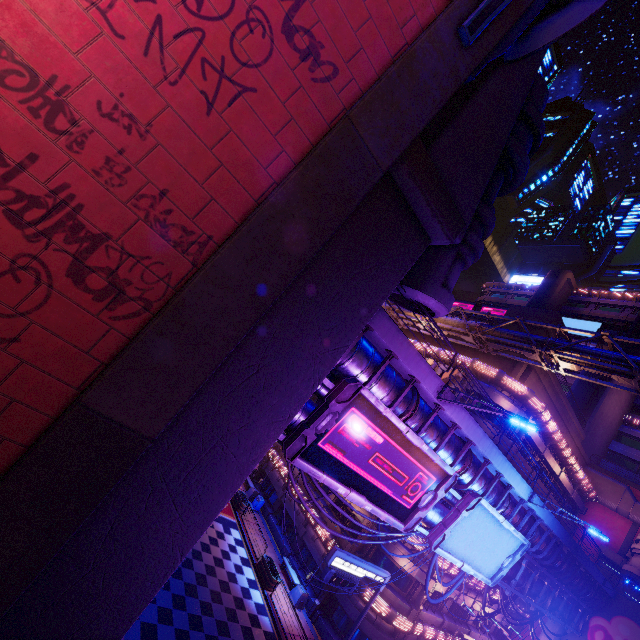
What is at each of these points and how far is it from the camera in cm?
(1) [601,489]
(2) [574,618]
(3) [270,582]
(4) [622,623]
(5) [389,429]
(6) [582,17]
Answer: (1) walkway, 3481
(2) pipe, 2756
(3) plant holder, 2238
(4) wall arch, 2759
(5) sign, 1052
(6) satellite dish, 718

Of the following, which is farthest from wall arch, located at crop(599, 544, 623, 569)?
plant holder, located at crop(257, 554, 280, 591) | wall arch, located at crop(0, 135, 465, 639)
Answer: wall arch, located at crop(0, 135, 465, 639)

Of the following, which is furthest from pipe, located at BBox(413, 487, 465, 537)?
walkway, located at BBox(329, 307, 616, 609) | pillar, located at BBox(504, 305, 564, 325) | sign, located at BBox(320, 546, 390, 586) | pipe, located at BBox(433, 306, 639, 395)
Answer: pillar, located at BBox(504, 305, 564, 325)

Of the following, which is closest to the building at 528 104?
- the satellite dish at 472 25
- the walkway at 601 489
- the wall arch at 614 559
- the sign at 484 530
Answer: the satellite dish at 472 25

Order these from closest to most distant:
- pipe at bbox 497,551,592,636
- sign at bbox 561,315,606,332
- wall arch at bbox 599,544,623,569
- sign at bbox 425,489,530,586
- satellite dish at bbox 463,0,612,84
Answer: satellite dish at bbox 463,0,612,84 → sign at bbox 425,489,530,586 → pipe at bbox 497,551,592,636 → wall arch at bbox 599,544,623,569 → sign at bbox 561,315,606,332

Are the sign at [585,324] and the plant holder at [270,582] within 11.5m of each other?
no

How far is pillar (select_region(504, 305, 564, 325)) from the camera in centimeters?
2758cm

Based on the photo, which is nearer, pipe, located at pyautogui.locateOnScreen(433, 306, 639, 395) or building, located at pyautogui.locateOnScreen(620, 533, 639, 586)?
pipe, located at pyautogui.locateOnScreen(433, 306, 639, 395)
